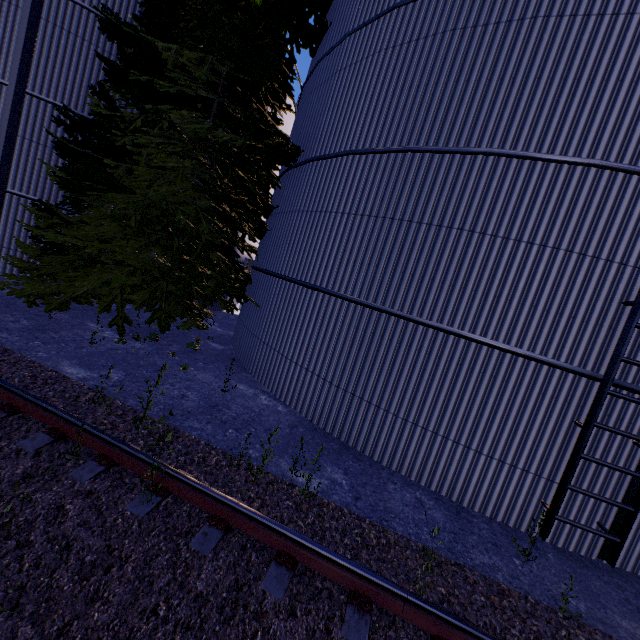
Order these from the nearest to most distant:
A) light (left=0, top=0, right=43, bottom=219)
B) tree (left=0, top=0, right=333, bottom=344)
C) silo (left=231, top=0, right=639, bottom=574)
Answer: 1. silo (left=231, top=0, right=639, bottom=574)
2. light (left=0, top=0, right=43, bottom=219)
3. tree (left=0, top=0, right=333, bottom=344)

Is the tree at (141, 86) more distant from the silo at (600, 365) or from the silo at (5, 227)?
the silo at (5, 227)

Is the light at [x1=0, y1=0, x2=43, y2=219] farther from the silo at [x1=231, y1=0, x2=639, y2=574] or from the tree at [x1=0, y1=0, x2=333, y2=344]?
the silo at [x1=231, y1=0, x2=639, y2=574]

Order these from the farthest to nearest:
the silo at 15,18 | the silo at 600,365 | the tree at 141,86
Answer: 1. the silo at 15,18
2. the tree at 141,86
3. the silo at 600,365

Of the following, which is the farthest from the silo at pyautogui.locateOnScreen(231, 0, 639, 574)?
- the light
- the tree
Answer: the light

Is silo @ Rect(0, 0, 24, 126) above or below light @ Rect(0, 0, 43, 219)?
above

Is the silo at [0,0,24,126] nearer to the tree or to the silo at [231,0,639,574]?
the tree

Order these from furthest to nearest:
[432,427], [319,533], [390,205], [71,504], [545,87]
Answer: [390,205]
[432,427]
[545,87]
[319,533]
[71,504]
